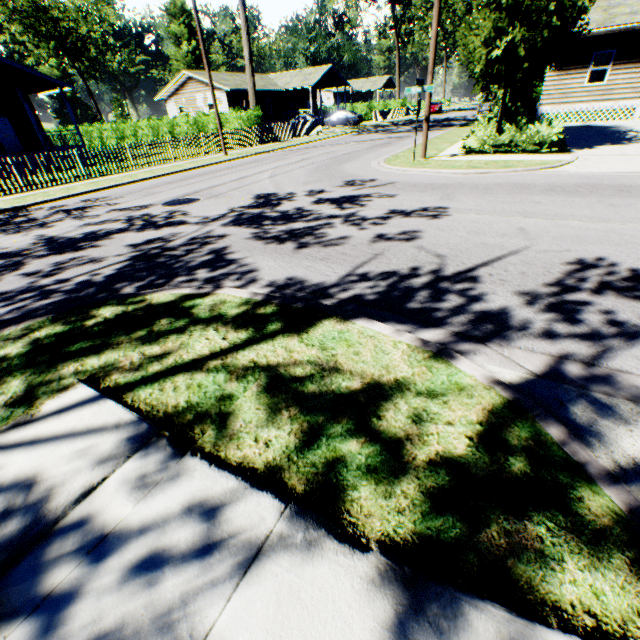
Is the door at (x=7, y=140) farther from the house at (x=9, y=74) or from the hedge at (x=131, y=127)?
the hedge at (x=131, y=127)

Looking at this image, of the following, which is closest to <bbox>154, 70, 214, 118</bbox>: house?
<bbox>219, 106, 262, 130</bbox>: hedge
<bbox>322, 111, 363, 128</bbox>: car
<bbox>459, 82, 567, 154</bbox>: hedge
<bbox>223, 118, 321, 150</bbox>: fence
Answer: <bbox>322, 111, 363, 128</bbox>: car

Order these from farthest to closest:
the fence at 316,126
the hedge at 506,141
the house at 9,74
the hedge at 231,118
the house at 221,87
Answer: the house at 221,87 → the hedge at 231,118 → the fence at 316,126 → the house at 9,74 → the hedge at 506,141

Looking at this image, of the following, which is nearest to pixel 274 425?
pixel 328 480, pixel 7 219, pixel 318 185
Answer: pixel 328 480

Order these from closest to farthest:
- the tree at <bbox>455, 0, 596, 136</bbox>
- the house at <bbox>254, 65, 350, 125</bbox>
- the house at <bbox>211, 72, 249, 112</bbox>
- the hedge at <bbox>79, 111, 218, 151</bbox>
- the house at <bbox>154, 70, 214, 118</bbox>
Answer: the tree at <bbox>455, 0, 596, 136</bbox>, the hedge at <bbox>79, 111, 218, 151</bbox>, the house at <bbox>211, 72, 249, 112</bbox>, the house at <bbox>154, 70, 214, 118</bbox>, the house at <bbox>254, 65, 350, 125</bbox>

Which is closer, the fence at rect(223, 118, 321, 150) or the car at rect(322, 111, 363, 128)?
the fence at rect(223, 118, 321, 150)

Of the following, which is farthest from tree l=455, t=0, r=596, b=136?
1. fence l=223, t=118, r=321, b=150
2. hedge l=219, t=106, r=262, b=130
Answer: hedge l=219, t=106, r=262, b=130

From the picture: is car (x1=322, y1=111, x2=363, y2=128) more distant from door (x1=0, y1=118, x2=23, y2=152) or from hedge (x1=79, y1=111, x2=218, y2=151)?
door (x1=0, y1=118, x2=23, y2=152)
